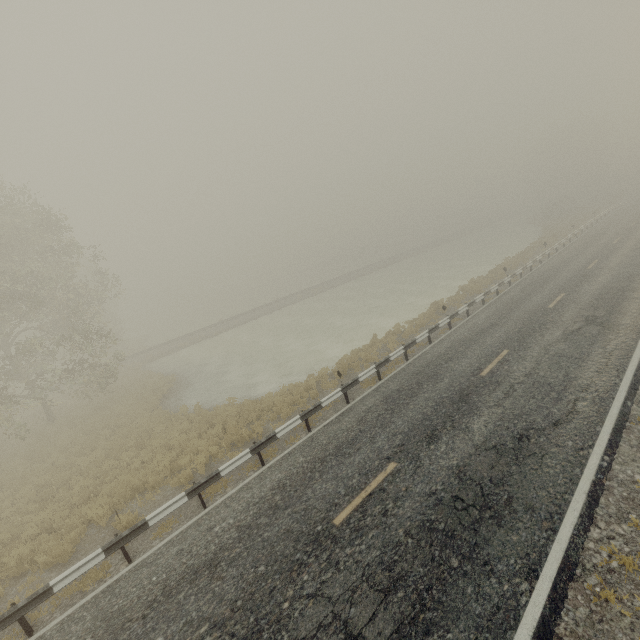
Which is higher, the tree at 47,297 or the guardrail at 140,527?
the tree at 47,297

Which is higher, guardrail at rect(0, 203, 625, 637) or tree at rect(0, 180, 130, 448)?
tree at rect(0, 180, 130, 448)

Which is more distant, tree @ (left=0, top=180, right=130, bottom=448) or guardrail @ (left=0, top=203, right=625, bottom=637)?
tree @ (left=0, top=180, right=130, bottom=448)

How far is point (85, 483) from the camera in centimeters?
1208cm

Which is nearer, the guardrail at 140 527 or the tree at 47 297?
the guardrail at 140 527
